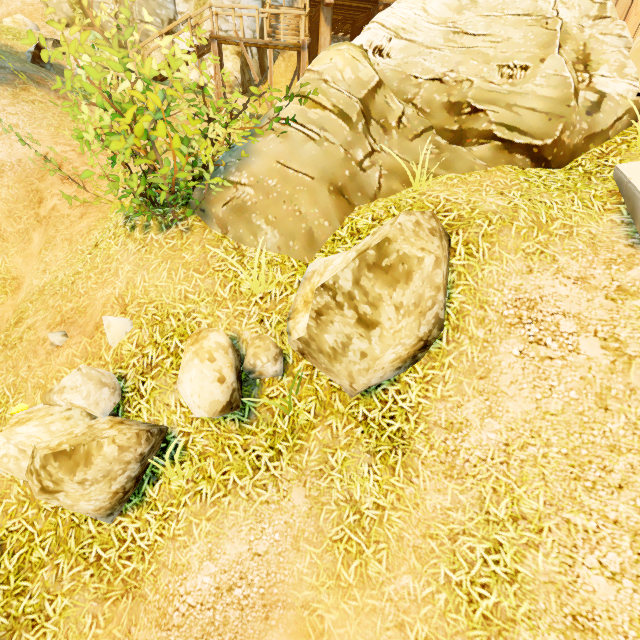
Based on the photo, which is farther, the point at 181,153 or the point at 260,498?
the point at 181,153

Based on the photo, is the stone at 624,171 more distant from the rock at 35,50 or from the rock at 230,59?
the rock at 230,59

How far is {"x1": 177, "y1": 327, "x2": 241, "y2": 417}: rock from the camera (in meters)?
3.54

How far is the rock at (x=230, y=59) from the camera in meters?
16.7 m

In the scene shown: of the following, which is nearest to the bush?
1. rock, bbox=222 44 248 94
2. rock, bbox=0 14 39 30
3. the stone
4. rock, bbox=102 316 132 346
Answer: rock, bbox=102 316 132 346

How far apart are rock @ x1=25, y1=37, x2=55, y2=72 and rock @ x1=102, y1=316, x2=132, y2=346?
10.9m

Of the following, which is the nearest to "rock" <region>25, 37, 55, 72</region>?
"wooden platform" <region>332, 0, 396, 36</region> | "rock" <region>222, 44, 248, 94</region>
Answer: "rock" <region>222, 44, 248, 94</region>

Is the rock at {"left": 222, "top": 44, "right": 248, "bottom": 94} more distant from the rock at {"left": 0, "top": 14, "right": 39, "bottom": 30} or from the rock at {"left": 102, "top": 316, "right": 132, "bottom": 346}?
the rock at {"left": 102, "top": 316, "right": 132, "bottom": 346}
